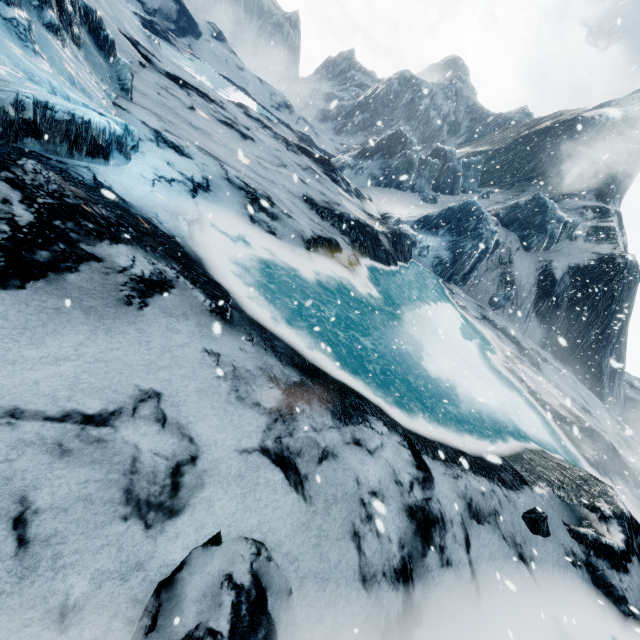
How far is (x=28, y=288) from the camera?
3.0 meters
